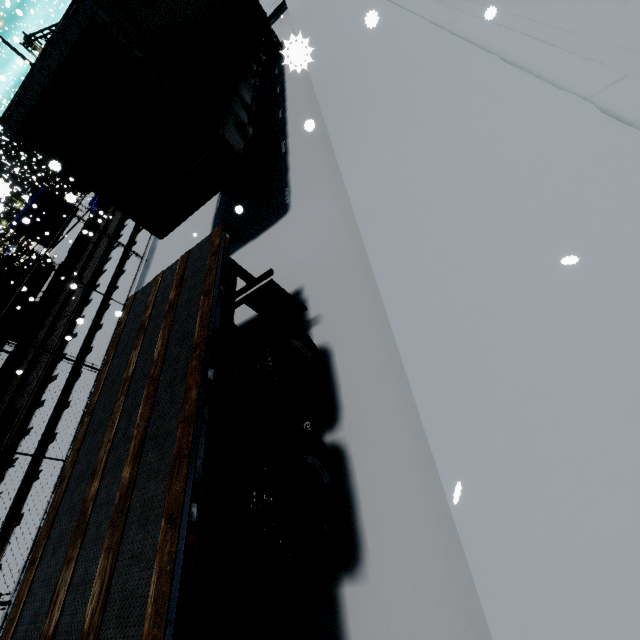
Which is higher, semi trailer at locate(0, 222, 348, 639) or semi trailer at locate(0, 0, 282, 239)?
semi trailer at locate(0, 0, 282, 239)

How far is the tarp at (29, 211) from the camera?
16.8m

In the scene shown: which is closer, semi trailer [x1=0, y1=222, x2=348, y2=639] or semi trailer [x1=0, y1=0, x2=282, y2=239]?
semi trailer [x1=0, y1=222, x2=348, y2=639]

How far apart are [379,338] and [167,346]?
2.31m

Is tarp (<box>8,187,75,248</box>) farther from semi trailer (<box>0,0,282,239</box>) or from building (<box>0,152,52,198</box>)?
building (<box>0,152,52,198</box>)

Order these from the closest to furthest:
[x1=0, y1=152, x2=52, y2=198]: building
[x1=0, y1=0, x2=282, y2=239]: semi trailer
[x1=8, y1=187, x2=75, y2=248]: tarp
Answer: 1. [x1=0, y1=0, x2=282, y2=239]: semi trailer
2. [x1=8, y1=187, x2=75, y2=248]: tarp
3. [x1=0, y1=152, x2=52, y2=198]: building

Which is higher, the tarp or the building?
the building

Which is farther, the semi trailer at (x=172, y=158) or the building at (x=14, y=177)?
the building at (x=14, y=177)
